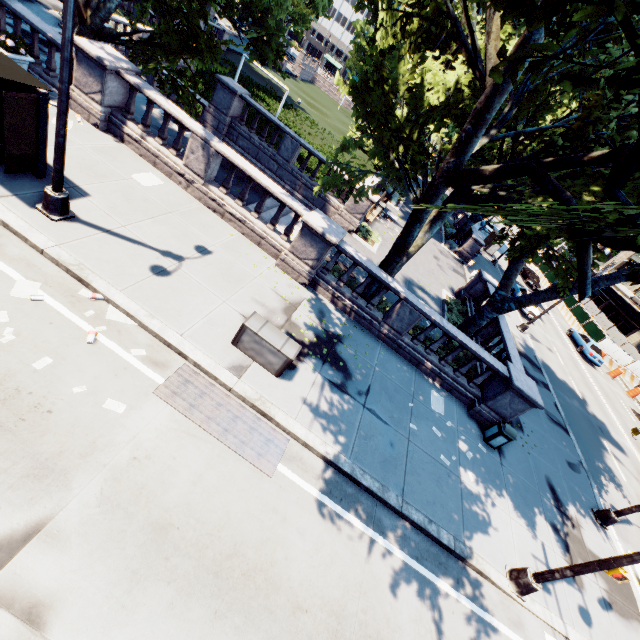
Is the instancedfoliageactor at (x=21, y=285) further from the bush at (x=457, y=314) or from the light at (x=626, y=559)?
the bush at (x=457, y=314)

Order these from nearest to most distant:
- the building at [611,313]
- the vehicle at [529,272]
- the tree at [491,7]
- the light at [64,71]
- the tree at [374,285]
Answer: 1. the tree at [491,7]
2. the light at [64,71]
3. the tree at [374,285]
4. the vehicle at [529,272]
5. the building at [611,313]

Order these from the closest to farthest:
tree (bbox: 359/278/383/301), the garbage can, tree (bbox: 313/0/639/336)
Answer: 1. tree (bbox: 313/0/639/336)
2. the garbage can
3. tree (bbox: 359/278/383/301)

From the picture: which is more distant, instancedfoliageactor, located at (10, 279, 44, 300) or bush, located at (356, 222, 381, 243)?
bush, located at (356, 222, 381, 243)

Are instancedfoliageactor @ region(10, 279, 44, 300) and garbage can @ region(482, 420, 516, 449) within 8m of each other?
no

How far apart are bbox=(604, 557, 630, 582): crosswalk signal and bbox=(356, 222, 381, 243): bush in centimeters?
1597cm

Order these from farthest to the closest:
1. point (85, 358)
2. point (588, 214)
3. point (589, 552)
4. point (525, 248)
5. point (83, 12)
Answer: point (525, 248) → point (83, 12) → point (589, 552) → point (85, 358) → point (588, 214)

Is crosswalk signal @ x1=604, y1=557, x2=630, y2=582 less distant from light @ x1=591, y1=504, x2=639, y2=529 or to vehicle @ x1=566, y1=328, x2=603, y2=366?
light @ x1=591, y1=504, x2=639, y2=529
